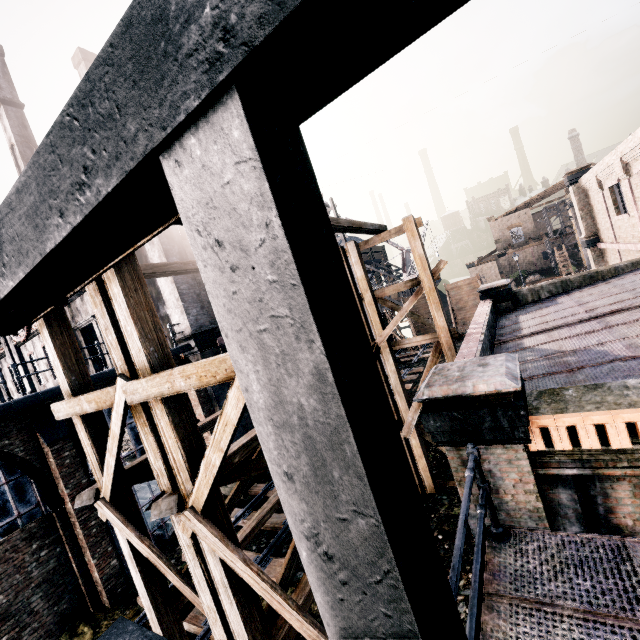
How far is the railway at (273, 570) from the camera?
10.5 meters

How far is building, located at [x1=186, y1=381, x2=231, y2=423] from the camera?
16.39m

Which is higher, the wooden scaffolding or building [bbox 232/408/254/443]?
the wooden scaffolding

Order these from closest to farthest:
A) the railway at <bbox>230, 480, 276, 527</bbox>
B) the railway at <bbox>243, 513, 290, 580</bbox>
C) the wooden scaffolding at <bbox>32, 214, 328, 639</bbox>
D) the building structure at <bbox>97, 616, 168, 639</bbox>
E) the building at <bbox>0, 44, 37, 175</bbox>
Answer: the wooden scaffolding at <bbox>32, 214, 328, 639</bbox>, the building structure at <bbox>97, 616, 168, 639</bbox>, the railway at <bbox>243, 513, 290, 580</bbox>, the railway at <bbox>230, 480, 276, 527</bbox>, the building at <bbox>0, 44, 37, 175</bbox>

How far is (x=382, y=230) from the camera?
10.7m

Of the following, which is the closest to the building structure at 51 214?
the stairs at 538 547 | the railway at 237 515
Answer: the stairs at 538 547

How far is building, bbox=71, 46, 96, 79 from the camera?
43.8 meters

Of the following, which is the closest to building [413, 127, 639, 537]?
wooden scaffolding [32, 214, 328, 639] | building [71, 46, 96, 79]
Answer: wooden scaffolding [32, 214, 328, 639]
